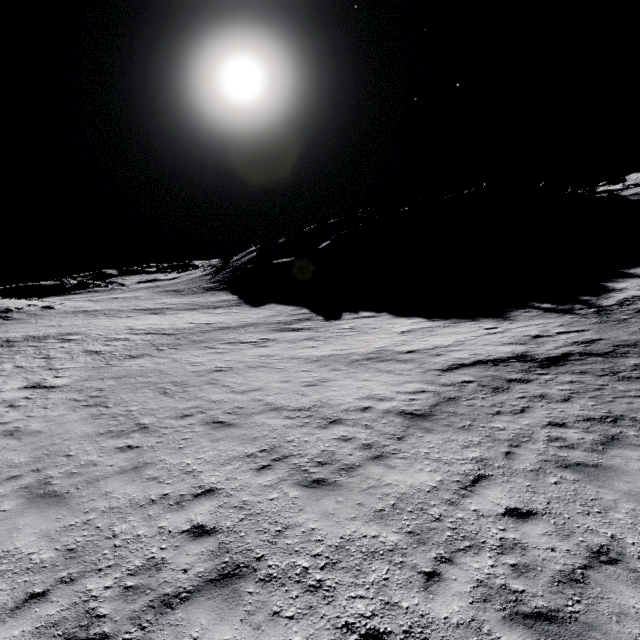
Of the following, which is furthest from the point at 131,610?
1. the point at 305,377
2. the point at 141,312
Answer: the point at 141,312

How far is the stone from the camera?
50.4 meters

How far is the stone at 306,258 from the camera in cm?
5044
